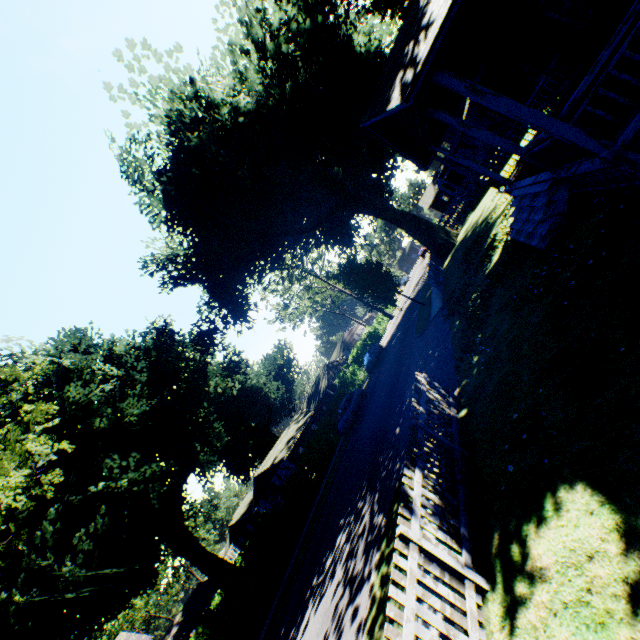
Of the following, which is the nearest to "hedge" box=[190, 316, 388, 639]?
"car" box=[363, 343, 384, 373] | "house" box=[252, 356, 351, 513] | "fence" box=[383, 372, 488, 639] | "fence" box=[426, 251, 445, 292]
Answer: "car" box=[363, 343, 384, 373]

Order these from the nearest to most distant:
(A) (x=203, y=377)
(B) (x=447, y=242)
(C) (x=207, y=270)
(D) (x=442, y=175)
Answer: (B) (x=447, y=242) < (C) (x=207, y=270) < (A) (x=203, y=377) < (D) (x=442, y=175)

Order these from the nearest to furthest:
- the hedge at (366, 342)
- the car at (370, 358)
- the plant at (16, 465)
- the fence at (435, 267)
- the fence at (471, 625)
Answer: the fence at (471, 625) → the hedge at (366, 342) → the plant at (16, 465) → the fence at (435, 267) → the car at (370, 358)

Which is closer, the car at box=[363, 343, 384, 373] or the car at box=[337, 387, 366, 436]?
the car at box=[337, 387, 366, 436]

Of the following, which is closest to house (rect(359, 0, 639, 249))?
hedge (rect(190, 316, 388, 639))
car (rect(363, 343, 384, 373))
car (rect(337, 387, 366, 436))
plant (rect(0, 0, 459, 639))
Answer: plant (rect(0, 0, 459, 639))

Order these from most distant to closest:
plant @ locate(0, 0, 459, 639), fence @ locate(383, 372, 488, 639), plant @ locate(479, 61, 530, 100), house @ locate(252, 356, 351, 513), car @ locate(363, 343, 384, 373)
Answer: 1. house @ locate(252, 356, 351, 513)
2. car @ locate(363, 343, 384, 373)
3. plant @ locate(0, 0, 459, 639)
4. plant @ locate(479, 61, 530, 100)
5. fence @ locate(383, 372, 488, 639)

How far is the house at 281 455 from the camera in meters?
40.4

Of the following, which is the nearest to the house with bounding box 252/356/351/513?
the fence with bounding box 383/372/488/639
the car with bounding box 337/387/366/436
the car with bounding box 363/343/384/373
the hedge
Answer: the hedge
